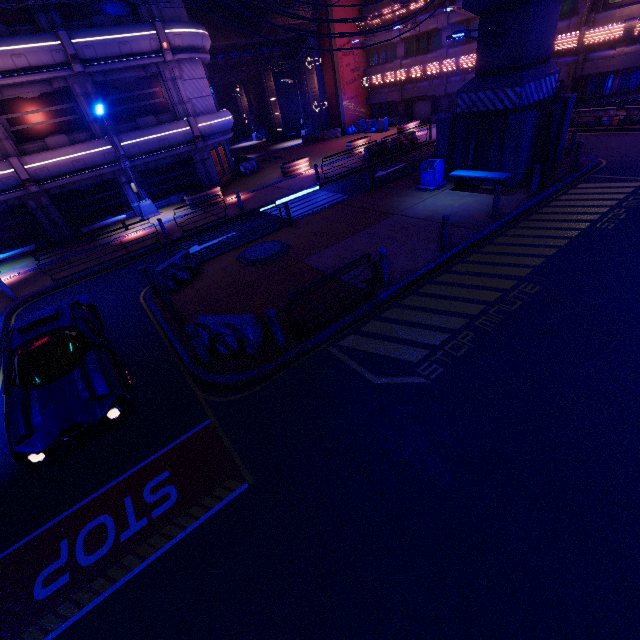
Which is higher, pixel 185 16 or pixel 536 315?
pixel 185 16

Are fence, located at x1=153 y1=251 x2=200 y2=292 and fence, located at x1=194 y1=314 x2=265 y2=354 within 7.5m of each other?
yes

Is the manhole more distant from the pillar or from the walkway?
the walkway

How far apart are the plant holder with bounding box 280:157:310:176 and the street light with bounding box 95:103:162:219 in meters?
8.8 m

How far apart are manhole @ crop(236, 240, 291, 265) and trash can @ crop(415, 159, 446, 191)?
7.1m

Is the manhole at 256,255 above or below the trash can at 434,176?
below

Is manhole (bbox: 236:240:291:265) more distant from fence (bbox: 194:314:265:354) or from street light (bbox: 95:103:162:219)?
street light (bbox: 95:103:162:219)

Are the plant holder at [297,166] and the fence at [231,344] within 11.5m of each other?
no
